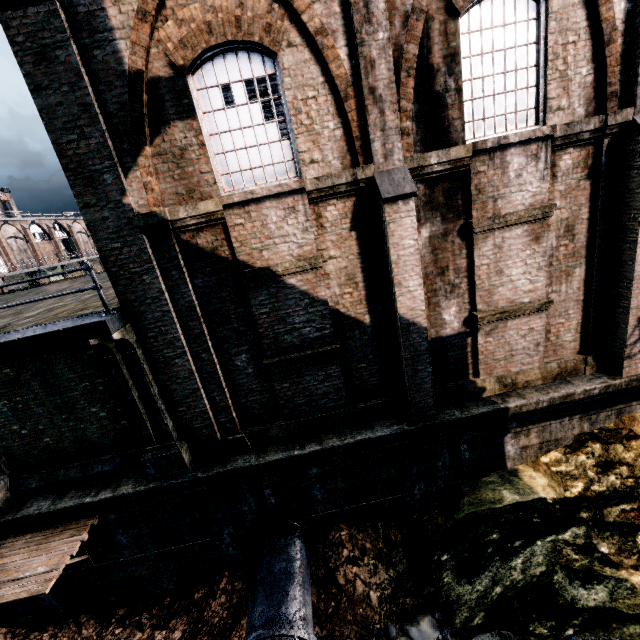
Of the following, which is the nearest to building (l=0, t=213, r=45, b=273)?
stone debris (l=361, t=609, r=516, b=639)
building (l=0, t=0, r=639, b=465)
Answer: building (l=0, t=0, r=639, b=465)

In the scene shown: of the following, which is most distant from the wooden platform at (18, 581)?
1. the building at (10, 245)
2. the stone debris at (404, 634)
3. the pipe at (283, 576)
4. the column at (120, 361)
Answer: the building at (10, 245)

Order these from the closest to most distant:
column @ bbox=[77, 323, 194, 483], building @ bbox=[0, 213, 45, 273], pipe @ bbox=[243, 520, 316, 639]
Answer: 1. pipe @ bbox=[243, 520, 316, 639]
2. column @ bbox=[77, 323, 194, 483]
3. building @ bbox=[0, 213, 45, 273]

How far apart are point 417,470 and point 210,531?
6.55m

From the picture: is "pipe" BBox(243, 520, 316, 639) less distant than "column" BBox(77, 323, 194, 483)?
Yes

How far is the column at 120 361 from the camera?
8.0m

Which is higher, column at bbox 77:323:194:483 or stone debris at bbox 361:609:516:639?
column at bbox 77:323:194:483

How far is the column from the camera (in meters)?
8.03
